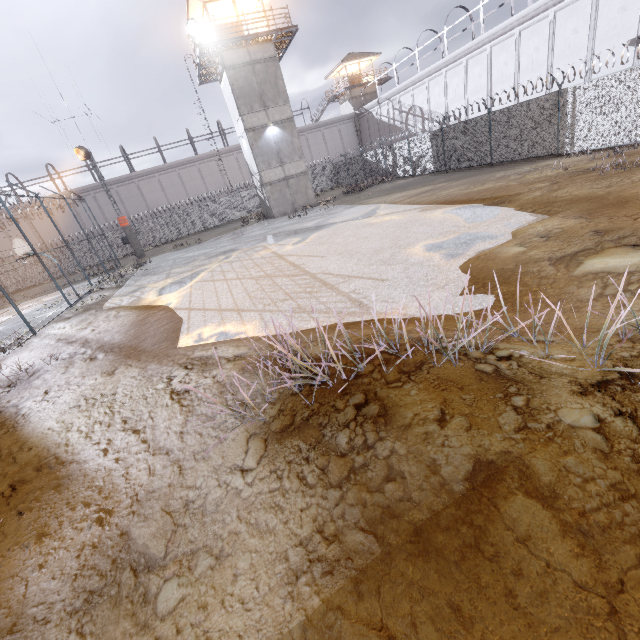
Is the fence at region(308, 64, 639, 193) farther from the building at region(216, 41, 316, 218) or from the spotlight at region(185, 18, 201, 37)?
the spotlight at region(185, 18, 201, 37)

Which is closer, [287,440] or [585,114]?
[287,440]

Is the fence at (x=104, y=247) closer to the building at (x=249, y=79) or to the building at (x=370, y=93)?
the building at (x=249, y=79)

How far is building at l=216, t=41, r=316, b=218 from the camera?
23.4 meters

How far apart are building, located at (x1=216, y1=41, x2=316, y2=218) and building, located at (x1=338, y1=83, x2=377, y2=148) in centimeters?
2362cm

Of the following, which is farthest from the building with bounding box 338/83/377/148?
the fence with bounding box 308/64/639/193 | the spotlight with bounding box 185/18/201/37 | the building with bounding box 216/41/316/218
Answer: the spotlight with bounding box 185/18/201/37

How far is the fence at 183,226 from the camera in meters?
35.1
